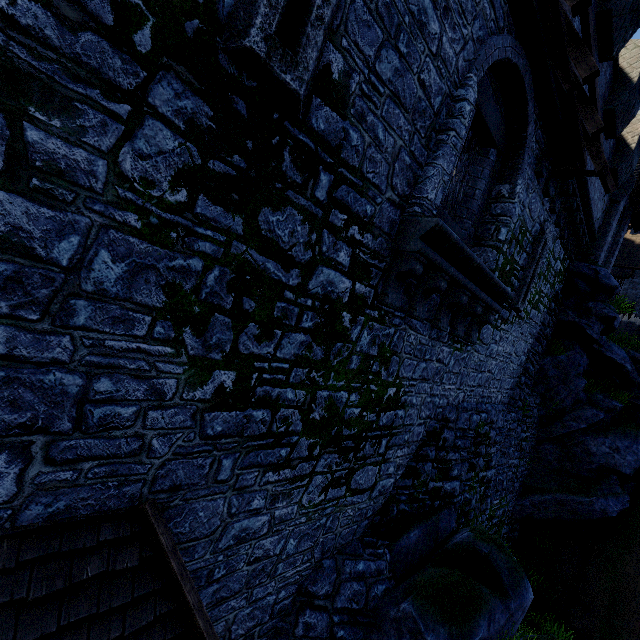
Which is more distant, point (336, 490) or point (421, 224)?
point (336, 490)

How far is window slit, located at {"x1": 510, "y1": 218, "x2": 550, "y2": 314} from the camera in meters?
9.1 m

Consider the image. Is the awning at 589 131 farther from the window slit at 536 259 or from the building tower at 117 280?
the window slit at 536 259

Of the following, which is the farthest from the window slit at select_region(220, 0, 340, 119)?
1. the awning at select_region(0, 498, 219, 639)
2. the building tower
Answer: the awning at select_region(0, 498, 219, 639)

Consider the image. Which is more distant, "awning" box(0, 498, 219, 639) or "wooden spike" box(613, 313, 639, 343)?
"wooden spike" box(613, 313, 639, 343)

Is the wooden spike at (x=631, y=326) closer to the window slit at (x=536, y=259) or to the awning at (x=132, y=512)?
the window slit at (x=536, y=259)

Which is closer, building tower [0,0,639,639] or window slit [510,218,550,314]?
building tower [0,0,639,639]

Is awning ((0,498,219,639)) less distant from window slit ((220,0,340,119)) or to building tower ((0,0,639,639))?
building tower ((0,0,639,639))
